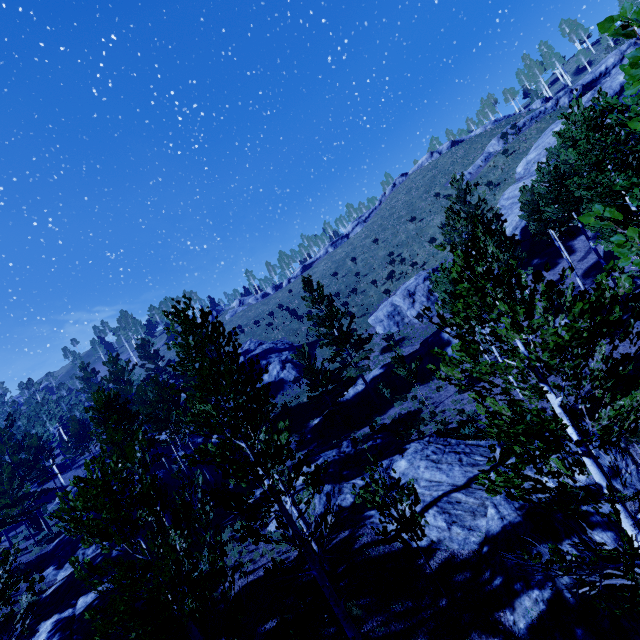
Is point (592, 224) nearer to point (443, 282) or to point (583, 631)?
point (583, 631)

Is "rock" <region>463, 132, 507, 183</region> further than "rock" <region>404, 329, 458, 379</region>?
Yes

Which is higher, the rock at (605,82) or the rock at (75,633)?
the rock at (605,82)

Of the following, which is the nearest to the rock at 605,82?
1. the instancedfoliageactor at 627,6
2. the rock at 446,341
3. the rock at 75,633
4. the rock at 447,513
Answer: the instancedfoliageactor at 627,6

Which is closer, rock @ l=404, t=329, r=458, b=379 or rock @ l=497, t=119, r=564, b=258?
rock @ l=404, t=329, r=458, b=379

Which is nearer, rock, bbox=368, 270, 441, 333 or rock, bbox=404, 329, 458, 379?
rock, bbox=404, 329, 458, 379

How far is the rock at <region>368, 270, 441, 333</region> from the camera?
34.3 meters

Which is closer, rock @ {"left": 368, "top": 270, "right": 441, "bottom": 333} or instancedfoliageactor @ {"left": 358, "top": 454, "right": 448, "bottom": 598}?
instancedfoliageactor @ {"left": 358, "top": 454, "right": 448, "bottom": 598}
